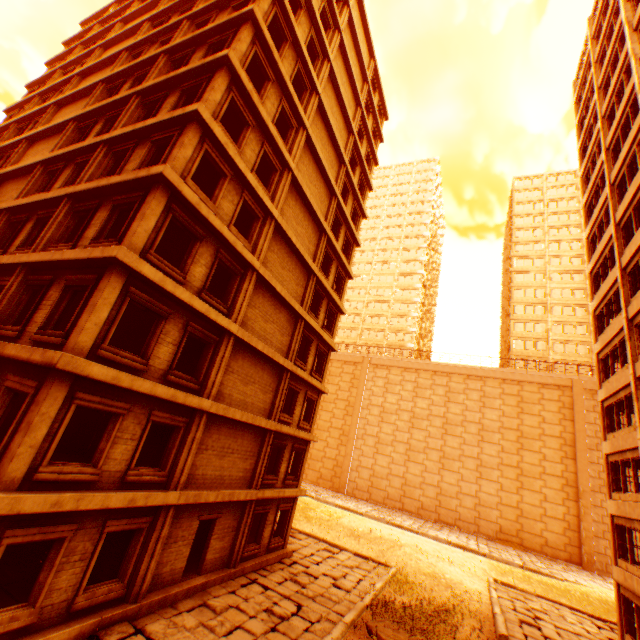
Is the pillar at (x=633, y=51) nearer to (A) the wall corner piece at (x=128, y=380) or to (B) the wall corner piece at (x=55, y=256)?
(B) the wall corner piece at (x=55, y=256)

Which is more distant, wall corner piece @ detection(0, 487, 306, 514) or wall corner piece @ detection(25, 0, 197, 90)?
wall corner piece @ detection(25, 0, 197, 90)

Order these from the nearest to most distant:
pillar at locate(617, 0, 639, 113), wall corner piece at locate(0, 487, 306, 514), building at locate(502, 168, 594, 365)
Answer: wall corner piece at locate(0, 487, 306, 514), pillar at locate(617, 0, 639, 113), building at locate(502, 168, 594, 365)

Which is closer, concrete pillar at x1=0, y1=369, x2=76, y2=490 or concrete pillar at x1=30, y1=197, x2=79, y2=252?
concrete pillar at x1=0, y1=369, x2=76, y2=490

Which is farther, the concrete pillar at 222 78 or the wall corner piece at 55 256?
the concrete pillar at 222 78

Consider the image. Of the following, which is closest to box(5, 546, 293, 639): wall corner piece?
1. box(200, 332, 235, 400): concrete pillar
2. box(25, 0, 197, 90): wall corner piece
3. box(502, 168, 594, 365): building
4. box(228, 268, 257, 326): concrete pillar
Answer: box(200, 332, 235, 400): concrete pillar

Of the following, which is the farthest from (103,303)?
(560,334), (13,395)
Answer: (560,334)

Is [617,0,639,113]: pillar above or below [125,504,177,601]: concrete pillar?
above
